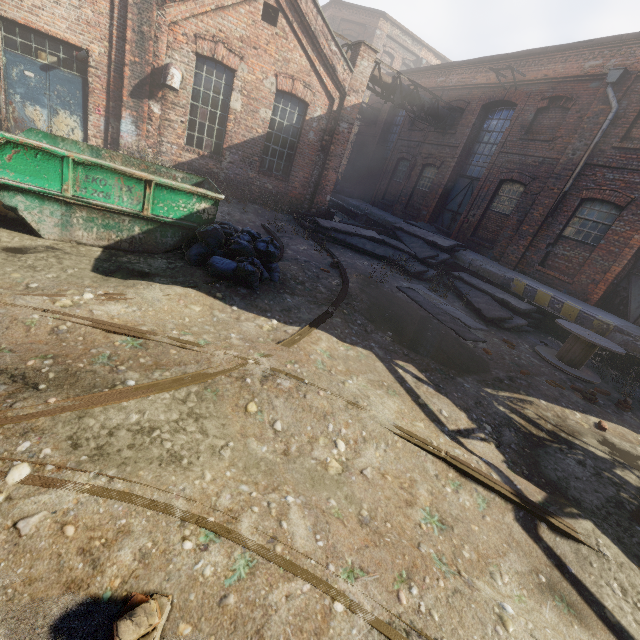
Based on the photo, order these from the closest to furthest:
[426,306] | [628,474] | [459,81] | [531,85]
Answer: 1. [628,474]
2. [426,306]
3. [531,85]
4. [459,81]

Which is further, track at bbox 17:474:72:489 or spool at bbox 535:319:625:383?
spool at bbox 535:319:625:383

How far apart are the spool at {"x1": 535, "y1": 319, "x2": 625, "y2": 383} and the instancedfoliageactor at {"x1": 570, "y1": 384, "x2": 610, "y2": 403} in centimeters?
85cm

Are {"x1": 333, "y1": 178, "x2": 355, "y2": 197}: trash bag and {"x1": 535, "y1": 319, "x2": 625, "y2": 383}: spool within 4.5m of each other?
no

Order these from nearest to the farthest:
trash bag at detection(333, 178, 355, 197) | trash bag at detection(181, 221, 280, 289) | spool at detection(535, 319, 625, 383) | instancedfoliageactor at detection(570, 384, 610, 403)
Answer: Answer: trash bag at detection(181, 221, 280, 289) < instancedfoliageactor at detection(570, 384, 610, 403) < spool at detection(535, 319, 625, 383) < trash bag at detection(333, 178, 355, 197)

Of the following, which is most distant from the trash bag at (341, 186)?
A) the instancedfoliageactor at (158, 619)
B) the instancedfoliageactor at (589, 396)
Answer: the instancedfoliageactor at (158, 619)

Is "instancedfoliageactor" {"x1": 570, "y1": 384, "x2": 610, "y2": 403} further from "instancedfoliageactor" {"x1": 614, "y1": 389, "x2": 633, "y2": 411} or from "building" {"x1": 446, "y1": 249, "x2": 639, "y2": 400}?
"building" {"x1": 446, "y1": 249, "x2": 639, "y2": 400}

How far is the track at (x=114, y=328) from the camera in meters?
3.5 m
